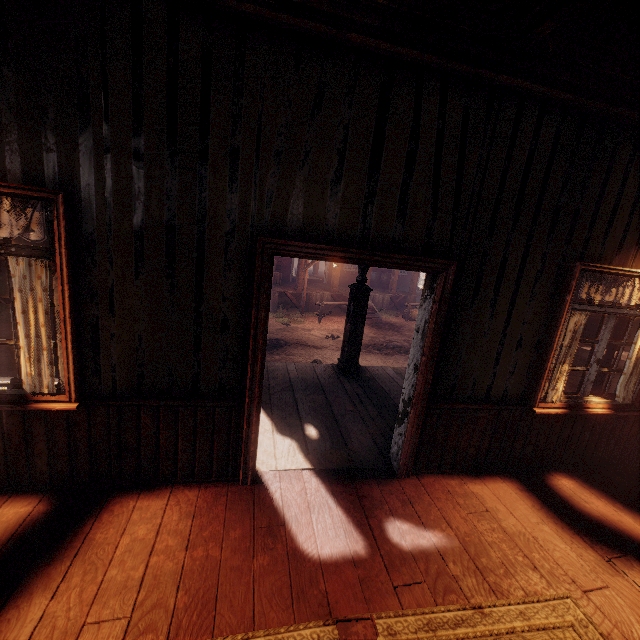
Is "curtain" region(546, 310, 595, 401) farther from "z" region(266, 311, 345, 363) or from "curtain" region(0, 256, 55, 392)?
"z" region(266, 311, 345, 363)

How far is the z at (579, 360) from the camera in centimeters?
1238cm

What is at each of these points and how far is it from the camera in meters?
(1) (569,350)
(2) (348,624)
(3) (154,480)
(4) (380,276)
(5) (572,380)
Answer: (1) curtain, 3.5 m
(2) building, 2.0 m
(3) building, 2.9 m
(4) barrel, 20.1 m
(5) z, 10.4 m

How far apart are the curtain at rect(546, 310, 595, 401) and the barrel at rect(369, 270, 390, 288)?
16.36m

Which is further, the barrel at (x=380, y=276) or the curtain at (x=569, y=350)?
the barrel at (x=380, y=276)

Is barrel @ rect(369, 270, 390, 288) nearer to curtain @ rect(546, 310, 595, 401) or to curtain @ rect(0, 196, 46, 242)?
curtain @ rect(0, 196, 46, 242)

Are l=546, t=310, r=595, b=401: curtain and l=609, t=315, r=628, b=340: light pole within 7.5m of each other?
yes

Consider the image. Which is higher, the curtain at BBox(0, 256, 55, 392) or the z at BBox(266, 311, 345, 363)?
the curtain at BBox(0, 256, 55, 392)
